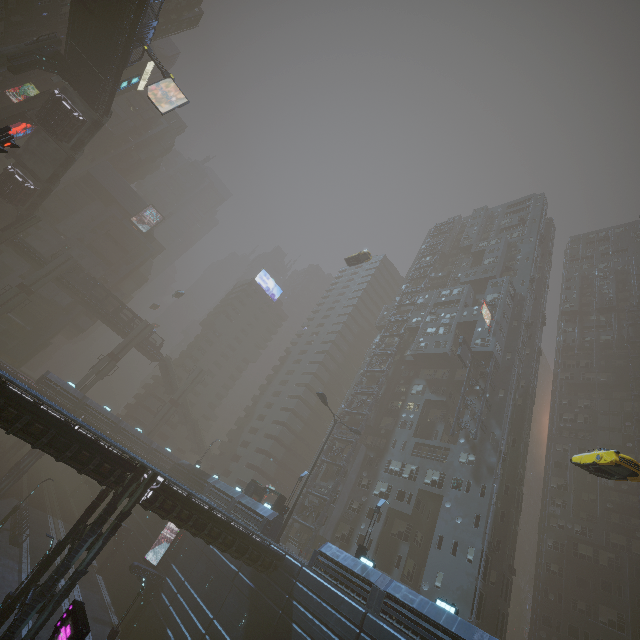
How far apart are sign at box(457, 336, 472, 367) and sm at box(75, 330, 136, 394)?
54.1m

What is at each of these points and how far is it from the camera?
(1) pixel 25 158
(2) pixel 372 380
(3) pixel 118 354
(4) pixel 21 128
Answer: (1) stairs, 42.8m
(2) building, 55.2m
(3) sm, 57.7m
(4) sign, 52.5m

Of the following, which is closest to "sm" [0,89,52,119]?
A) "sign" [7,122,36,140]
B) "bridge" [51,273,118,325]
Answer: "sign" [7,122,36,140]

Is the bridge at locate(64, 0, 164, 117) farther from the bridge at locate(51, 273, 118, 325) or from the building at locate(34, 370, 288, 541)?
the bridge at locate(51, 273, 118, 325)

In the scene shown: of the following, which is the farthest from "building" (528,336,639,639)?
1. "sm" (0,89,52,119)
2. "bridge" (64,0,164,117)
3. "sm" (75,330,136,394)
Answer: "sm" (75,330,136,394)

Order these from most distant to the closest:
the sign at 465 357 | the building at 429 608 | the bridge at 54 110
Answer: the sign at 465 357 → the bridge at 54 110 → the building at 429 608

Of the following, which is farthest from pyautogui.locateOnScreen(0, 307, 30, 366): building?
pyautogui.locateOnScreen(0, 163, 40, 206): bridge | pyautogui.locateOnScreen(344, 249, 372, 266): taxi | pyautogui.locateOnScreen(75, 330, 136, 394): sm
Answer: pyautogui.locateOnScreen(344, 249, 372, 266): taxi

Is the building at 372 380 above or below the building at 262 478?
above
